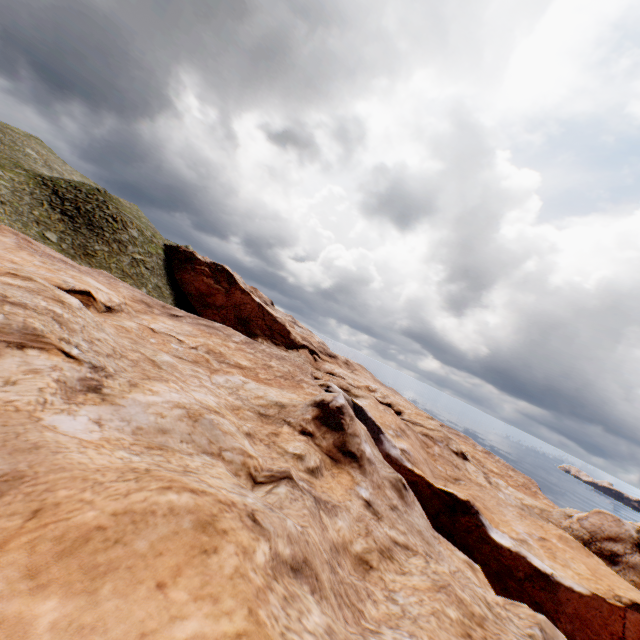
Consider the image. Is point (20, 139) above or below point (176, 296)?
above
